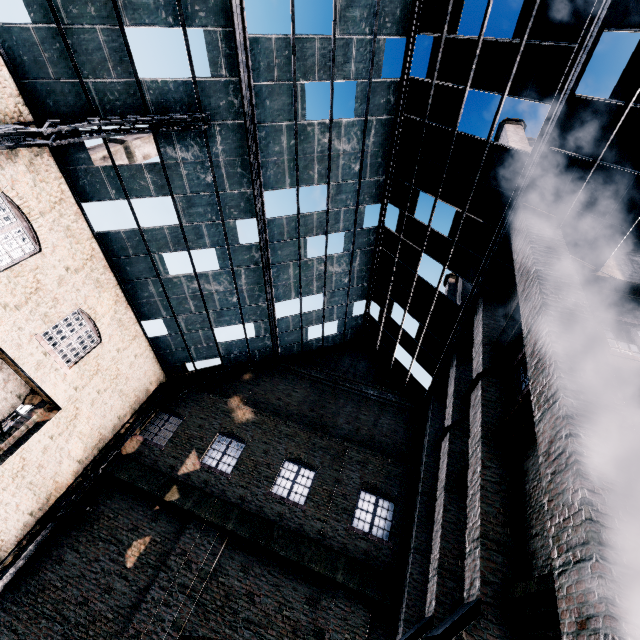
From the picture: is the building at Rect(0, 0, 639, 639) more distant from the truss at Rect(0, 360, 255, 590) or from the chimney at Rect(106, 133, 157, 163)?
the chimney at Rect(106, 133, 157, 163)

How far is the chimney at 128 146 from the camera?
33.6 meters

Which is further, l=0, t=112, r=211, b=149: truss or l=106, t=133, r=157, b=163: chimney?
l=106, t=133, r=157, b=163: chimney

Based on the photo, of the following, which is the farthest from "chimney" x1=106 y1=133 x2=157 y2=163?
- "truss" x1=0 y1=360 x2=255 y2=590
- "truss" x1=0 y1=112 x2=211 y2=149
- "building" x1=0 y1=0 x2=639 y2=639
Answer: "truss" x1=0 y1=112 x2=211 y2=149

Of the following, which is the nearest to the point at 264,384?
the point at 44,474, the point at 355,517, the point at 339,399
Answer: the point at 339,399

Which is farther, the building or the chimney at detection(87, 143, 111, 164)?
the chimney at detection(87, 143, 111, 164)

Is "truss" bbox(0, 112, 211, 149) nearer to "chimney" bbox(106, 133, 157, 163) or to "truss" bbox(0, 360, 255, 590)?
"truss" bbox(0, 360, 255, 590)

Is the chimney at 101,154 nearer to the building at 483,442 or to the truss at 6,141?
the building at 483,442
